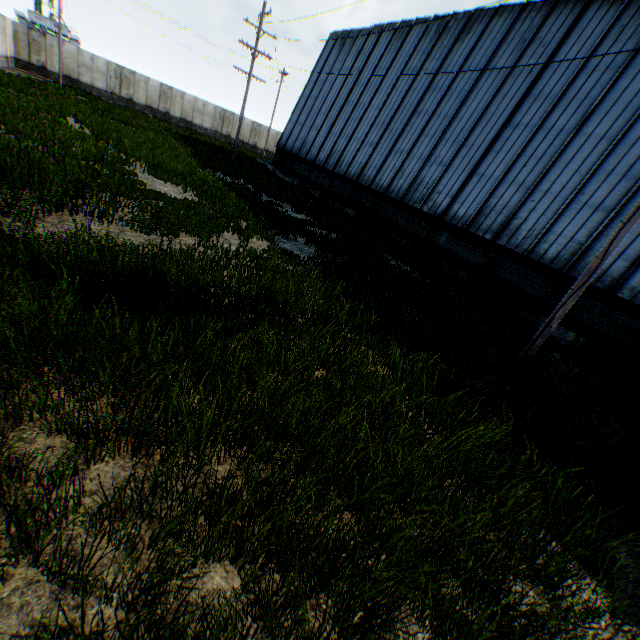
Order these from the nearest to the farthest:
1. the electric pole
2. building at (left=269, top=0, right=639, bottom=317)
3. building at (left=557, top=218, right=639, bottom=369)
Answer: the electric pole < building at (left=557, top=218, right=639, bottom=369) < building at (left=269, top=0, right=639, bottom=317)

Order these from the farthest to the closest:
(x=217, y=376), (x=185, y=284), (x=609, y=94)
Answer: (x=609, y=94) < (x=185, y=284) < (x=217, y=376)

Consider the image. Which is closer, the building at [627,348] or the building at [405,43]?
the building at [627,348]

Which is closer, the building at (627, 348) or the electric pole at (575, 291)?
the electric pole at (575, 291)

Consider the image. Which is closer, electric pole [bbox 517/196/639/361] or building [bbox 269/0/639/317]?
electric pole [bbox 517/196/639/361]

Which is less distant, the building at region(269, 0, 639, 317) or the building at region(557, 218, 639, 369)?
the building at region(557, 218, 639, 369)
